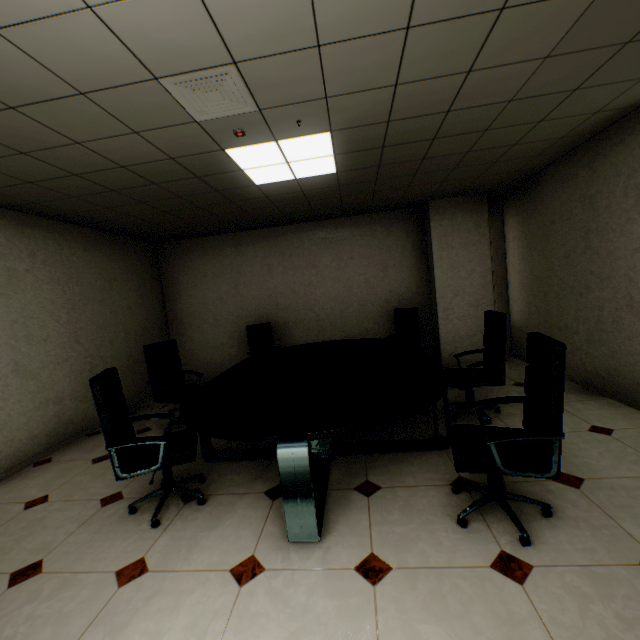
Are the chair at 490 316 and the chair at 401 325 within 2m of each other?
no

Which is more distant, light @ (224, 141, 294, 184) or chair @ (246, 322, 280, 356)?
chair @ (246, 322, 280, 356)

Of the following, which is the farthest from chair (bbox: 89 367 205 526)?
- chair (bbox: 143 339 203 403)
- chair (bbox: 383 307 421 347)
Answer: chair (bbox: 383 307 421 347)

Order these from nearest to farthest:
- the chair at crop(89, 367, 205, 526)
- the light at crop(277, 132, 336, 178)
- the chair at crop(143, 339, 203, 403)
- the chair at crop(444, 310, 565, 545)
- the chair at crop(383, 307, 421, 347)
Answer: the chair at crop(444, 310, 565, 545) < the chair at crop(89, 367, 205, 526) < the light at crop(277, 132, 336, 178) < the chair at crop(143, 339, 203, 403) < the chair at crop(383, 307, 421, 347)

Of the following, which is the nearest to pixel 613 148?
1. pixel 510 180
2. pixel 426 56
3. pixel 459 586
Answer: pixel 510 180

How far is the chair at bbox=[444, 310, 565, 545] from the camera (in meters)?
1.79

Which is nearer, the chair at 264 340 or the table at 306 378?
the table at 306 378

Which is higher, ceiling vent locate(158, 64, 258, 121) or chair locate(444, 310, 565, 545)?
ceiling vent locate(158, 64, 258, 121)
